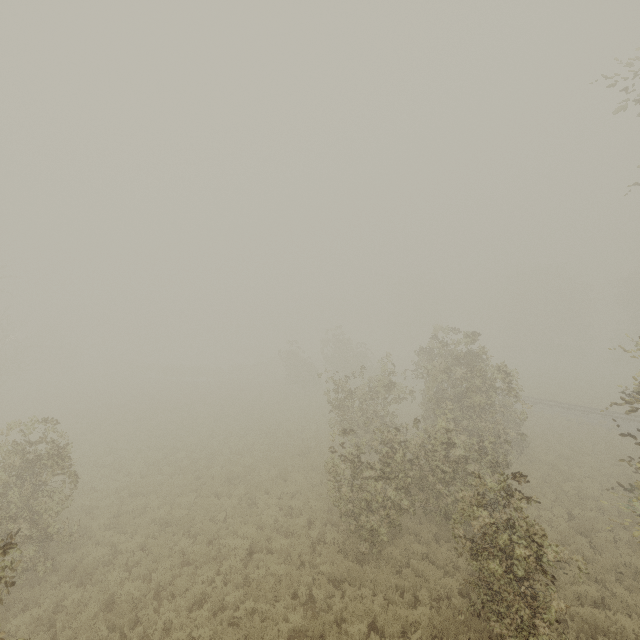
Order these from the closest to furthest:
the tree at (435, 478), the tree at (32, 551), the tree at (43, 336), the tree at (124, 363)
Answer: the tree at (435, 478) → the tree at (32, 551) → the tree at (43, 336) → the tree at (124, 363)

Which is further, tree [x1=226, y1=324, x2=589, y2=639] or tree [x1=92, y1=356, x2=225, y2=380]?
tree [x1=92, y1=356, x2=225, y2=380]

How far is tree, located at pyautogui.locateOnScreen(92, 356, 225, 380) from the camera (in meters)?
44.75

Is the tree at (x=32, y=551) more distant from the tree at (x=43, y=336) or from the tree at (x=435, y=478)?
the tree at (x=43, y=336)

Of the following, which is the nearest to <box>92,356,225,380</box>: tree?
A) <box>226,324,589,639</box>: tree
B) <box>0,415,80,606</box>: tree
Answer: <box>0,415,80,606</box>: tree

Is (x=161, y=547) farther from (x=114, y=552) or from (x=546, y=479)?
(x=546, y=479)

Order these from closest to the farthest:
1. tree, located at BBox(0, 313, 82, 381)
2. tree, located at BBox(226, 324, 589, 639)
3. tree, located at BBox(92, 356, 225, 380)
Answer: tree, located at BBox(226, 324, 589, 639) < tree, located at BBox(0, 313, 82, 381) < tree, located at BBox(92, 356, 225, 380)

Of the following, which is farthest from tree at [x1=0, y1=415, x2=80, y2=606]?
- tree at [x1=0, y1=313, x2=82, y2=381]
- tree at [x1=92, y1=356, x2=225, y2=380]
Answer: tree at [x1=92, y1=356, x2=225, y2=380]
